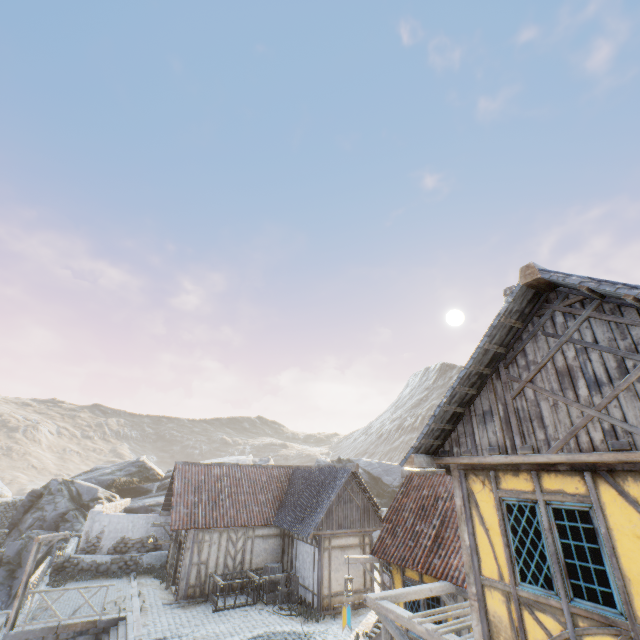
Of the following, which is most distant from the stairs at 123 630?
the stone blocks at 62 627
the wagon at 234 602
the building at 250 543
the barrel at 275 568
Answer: the barrel at 275 568

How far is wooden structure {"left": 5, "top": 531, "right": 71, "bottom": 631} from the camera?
12.1 meters

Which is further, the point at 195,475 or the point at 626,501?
the point at 195,475

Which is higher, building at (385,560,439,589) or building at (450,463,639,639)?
building at (450,463,639,639)

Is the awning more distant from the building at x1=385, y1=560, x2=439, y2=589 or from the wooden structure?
the wooden structure

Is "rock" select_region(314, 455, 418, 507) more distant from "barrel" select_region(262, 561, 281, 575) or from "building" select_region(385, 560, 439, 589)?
"barrel" select_region(262, 561, 281, 575)

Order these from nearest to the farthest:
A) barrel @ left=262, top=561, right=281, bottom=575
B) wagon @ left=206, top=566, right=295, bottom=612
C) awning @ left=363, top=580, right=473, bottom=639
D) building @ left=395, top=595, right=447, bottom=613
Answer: awning @ left=363, top=580, right=473, bottom=639 < building @ left=395, top=595, right=447, bottom=613 < wagon @ left=206, top=566, right=295, bottom=612 < barrel @ left=262, top=561, right=281, bottom=575

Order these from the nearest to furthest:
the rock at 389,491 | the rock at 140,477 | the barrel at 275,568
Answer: the barrel at 275,568 < the rock at 140,477 < the rock at 389,491
